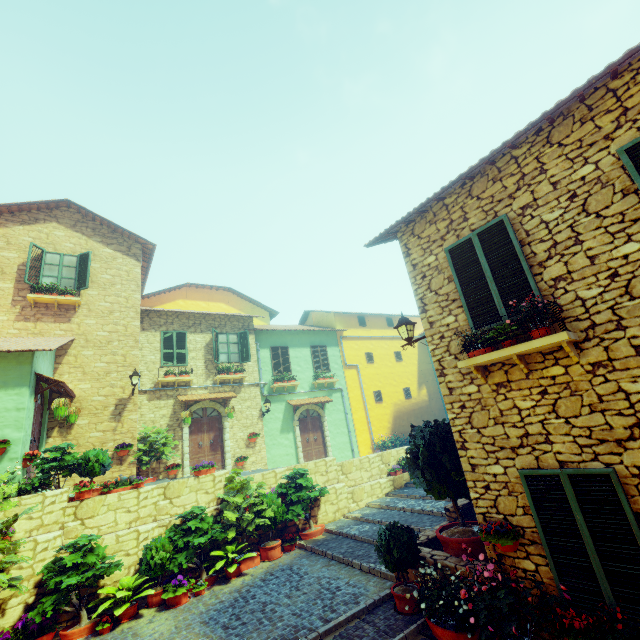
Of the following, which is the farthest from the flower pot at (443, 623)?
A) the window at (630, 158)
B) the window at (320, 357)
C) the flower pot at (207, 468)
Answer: the window at (320, 357)

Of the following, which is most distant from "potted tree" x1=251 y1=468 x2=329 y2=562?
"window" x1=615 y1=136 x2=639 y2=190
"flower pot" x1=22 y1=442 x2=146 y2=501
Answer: "window" x1=615 y1=136 x2=639 y2=190

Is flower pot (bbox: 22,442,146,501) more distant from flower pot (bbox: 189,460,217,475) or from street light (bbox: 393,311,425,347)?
street light (bbox: 393,311,425,347)

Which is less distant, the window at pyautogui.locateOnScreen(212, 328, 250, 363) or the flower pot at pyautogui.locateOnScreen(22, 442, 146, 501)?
the flower pot at pyautogui.locateOnScreen(22, 442, 146, 501)

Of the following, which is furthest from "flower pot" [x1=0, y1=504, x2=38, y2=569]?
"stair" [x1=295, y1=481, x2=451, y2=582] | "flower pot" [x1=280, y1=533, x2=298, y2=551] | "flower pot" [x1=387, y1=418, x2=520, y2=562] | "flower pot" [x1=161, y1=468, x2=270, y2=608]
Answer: "flower pot" [x1=387, y1=418, x2=520, y2=562]

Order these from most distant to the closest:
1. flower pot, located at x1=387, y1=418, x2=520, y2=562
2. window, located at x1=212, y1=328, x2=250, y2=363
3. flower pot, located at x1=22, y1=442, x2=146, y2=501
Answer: window, located at x1=212, y1=328, x2=250, y2=363, flower pot, located at x1=22, y1=442, x2=146, y2=501, flower pot, located at x1=387, y1=418, x2=520, y2=562

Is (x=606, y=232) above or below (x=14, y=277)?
below

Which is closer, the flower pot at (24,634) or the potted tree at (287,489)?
the flower pot at (24,634)
